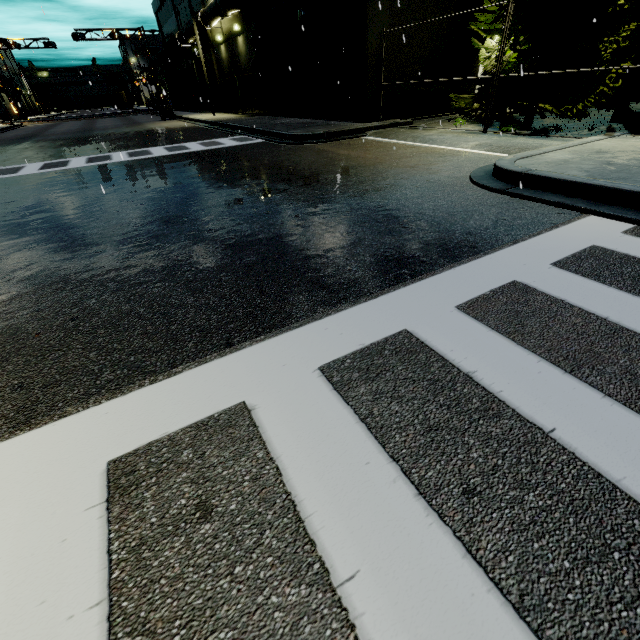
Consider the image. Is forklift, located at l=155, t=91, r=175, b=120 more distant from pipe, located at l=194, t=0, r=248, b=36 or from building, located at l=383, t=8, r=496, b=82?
building, located at l=383, t=8, r=496, b=82

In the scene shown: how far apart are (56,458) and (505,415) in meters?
2.7 m

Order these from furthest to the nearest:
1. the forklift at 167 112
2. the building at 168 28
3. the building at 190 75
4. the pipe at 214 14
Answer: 1. the building at 190 75
2. the building at 168 28
3. the forklift at 167 112
4. the pipe at 214 14

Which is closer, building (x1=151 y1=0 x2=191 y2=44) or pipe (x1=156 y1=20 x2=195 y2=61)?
pipe (x1=156 y1=20 x2=195 y2=61)

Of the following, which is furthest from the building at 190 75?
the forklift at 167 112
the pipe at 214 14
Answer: the forklift at 167 112
